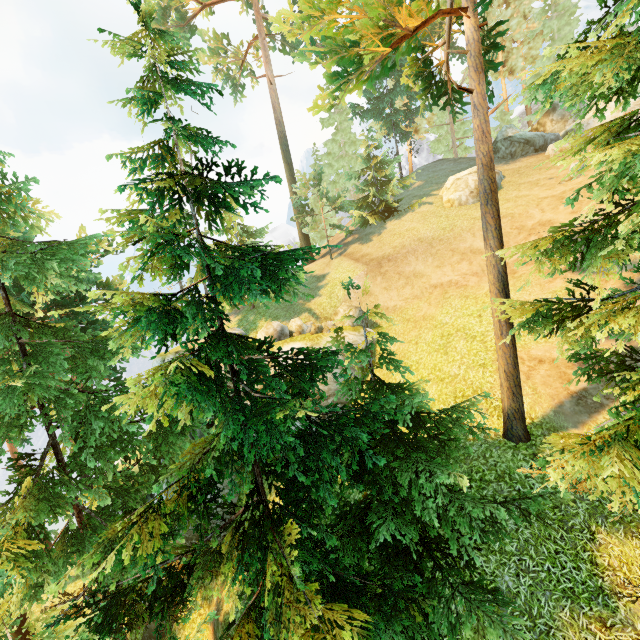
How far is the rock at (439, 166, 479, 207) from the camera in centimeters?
2267cm

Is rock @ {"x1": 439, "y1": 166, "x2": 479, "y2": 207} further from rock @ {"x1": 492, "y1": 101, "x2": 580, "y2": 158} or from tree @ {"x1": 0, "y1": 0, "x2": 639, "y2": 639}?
tree @ {"x1": 0, "y1": 0, "x2": 639, "y2": 639}

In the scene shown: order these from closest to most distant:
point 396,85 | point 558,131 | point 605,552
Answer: point 605,552
point 558,131
point 396,85

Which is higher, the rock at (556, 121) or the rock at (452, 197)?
the rock at (556, 121)

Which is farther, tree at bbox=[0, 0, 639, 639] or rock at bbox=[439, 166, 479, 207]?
rock at bbox=[439, 166, 479, 207]

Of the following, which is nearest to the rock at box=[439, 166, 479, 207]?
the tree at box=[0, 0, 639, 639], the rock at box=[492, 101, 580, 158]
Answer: the rock at box=[492, 101, 580, 158]

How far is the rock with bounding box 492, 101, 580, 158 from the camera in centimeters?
2645cm

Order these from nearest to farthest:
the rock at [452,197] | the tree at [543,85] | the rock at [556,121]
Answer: the tree at [543,85] < the rock at [452,197] < the rock at [556,121]
